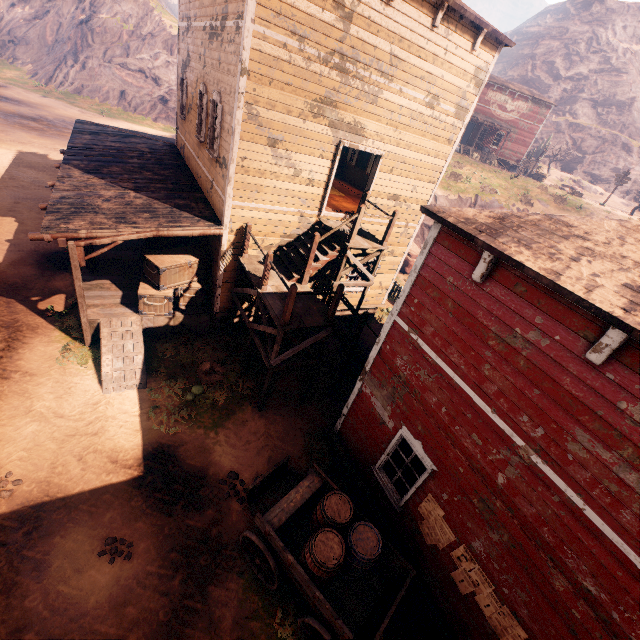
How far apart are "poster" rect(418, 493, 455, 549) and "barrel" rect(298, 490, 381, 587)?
0.9 meters

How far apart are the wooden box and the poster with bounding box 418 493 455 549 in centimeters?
891cm

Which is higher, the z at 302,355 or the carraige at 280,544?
the carraige at 280,544

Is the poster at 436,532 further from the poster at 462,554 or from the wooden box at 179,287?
the wooden box at 179,287

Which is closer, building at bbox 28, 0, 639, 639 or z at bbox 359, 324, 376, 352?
building at bbox 28, 0, 639, 639

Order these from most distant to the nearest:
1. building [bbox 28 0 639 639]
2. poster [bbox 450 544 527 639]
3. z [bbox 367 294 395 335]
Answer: z [bbox 367 294 395 335] < poster [bbox 450 544 527 639] < building [bbox 28 0 639 639]

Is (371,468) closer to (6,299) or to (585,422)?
(585,422)

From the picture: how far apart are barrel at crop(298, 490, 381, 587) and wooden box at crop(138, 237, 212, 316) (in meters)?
7.49
